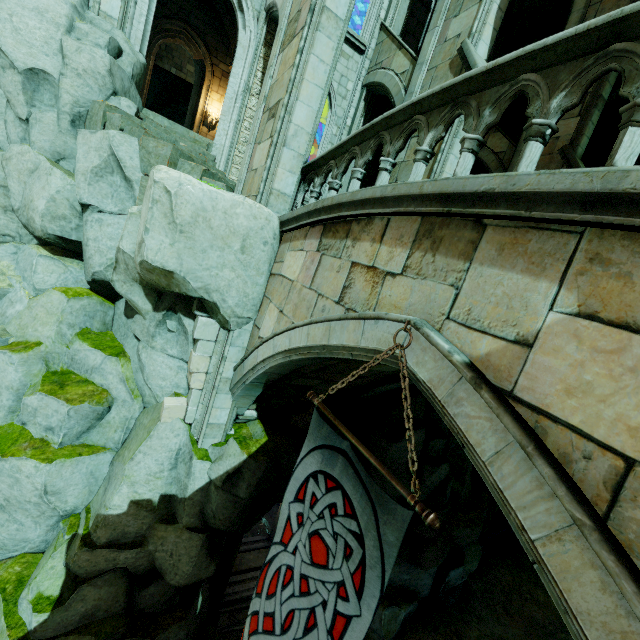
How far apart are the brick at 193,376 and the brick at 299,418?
2.46m

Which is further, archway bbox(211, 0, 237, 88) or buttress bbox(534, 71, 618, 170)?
archway bbox(211, 0, 237, 88)

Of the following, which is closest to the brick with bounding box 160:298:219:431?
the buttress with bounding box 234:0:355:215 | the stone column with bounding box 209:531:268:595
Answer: the buttress with bounding box 234:0:355:215

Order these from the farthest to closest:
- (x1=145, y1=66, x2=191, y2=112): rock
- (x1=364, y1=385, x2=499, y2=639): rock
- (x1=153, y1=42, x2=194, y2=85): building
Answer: (x1=145, y1=66, x2=191, y2=112): rock
(x1=153, y1=42, x2=194, y2=85): building
(x1=364, y1=385, x2=499, y2=639): rock

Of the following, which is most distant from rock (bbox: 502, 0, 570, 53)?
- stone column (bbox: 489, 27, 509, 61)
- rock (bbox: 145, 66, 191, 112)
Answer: stone column (bbox: 489, 27, 509, 61)

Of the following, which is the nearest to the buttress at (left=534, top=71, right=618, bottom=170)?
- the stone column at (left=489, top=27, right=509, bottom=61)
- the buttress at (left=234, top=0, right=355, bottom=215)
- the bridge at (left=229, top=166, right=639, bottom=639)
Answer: the stone column at (left=489, top=27, right=509, bottom=61)

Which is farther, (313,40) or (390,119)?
(313,40)

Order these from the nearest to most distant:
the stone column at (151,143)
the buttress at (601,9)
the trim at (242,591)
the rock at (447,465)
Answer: the stone column at (151,143)
the rock at (447,465)
the trim at (242,591)
the buttress at (601,9)
